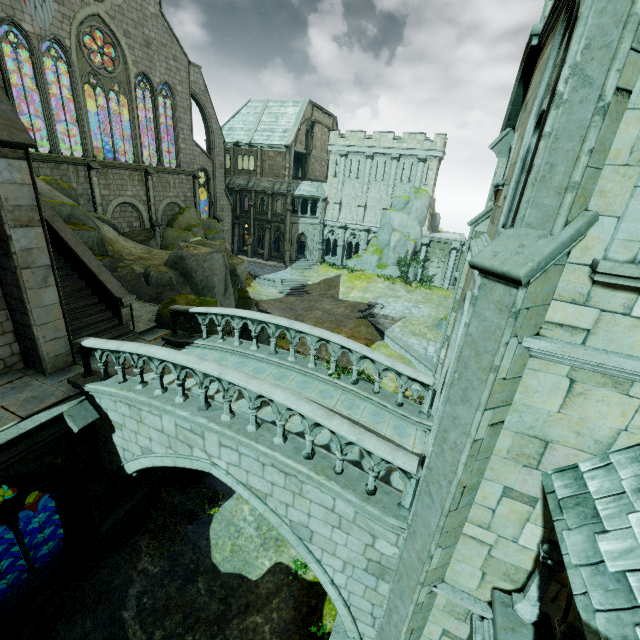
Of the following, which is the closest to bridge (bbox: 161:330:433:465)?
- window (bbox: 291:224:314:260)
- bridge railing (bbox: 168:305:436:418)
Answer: bridge railing (bbox: 168:305:436:418)

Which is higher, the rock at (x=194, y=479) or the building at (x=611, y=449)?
the building at (x=611, y=449)

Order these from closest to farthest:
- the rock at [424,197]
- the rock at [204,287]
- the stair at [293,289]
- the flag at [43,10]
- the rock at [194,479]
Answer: the rock at [194,479], the rock at [204,287], the flag at [43,10], the stair at [293,289], the rock at [424,197]

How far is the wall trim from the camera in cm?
2206

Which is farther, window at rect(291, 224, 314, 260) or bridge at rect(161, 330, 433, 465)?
window at rect(291, 224, 314, 260)

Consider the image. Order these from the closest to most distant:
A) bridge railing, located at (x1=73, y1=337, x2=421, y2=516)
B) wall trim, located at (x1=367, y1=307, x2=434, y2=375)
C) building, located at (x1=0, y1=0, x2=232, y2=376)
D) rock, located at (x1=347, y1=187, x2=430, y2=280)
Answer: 1. bridge railing, located at (x1=73, y1=337, x2=421, y2=516)
2. building, located at (x1=0, y1=0, x2=232, y2=376)
3. wall trim, located at (x1=367, y1=307, x2=434, y2=375)
4. rock, located at (x1=347, y1=187, x2=430, y2=280)

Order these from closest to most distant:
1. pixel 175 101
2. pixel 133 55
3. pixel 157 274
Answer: pixel 157 274
pixel 133 55
pixel 175 101

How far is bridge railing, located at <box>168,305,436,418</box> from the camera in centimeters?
848cm
